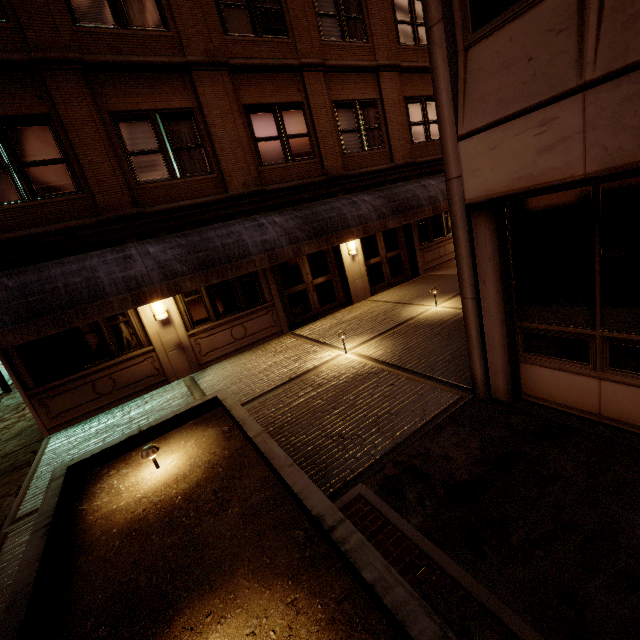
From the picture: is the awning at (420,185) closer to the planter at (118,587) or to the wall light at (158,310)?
the wall light at (158,310)

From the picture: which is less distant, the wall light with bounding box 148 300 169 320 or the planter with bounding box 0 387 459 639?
the planter with bounding box 0 387 459 639

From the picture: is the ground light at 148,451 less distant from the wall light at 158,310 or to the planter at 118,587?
the planter at 118,587

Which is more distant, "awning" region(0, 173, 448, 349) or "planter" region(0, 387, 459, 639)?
"awning" region(0, 173, 448, 349)

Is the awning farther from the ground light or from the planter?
the ground light

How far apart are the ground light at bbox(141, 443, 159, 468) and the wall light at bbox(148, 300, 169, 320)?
5.47m

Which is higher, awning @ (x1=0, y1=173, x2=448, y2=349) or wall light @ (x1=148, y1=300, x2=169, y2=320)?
awning @ (x1=0, y1=173, x2=448, y2=349)

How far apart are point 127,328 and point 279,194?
6.0 meters
